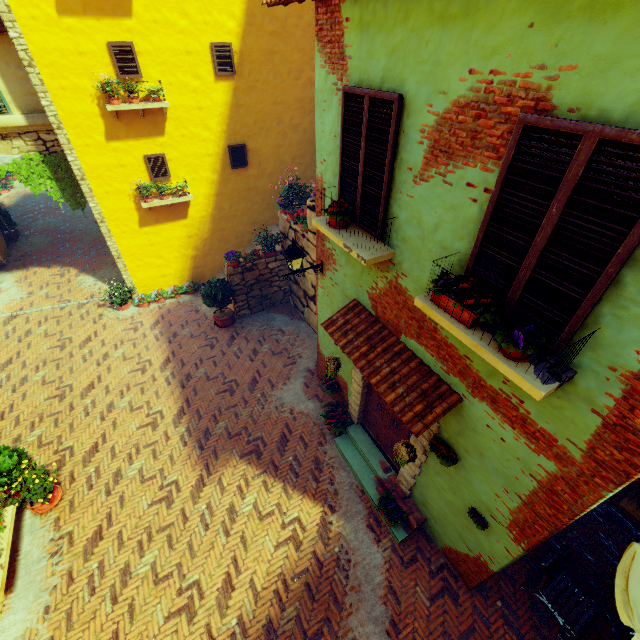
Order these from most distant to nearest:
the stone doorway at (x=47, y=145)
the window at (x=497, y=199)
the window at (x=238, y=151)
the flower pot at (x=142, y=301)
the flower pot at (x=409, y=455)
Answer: the flower pot at (x=142, y=301), the window at (x=238, y=151), the stone doorway at (x=47, y=145), the flower pot at (x=409, y=455), the window at (x=497, y=199)

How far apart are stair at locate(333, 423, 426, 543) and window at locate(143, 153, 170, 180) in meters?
9.0

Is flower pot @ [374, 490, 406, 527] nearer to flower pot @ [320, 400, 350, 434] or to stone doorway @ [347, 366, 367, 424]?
stone doorway @ [347, 366, 367, 424]

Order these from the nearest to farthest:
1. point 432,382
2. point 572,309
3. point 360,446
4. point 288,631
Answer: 1. point 572,309
2. point 432,382
3. point 288,631
4. point 360,446

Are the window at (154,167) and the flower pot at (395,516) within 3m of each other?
no

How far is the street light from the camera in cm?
588

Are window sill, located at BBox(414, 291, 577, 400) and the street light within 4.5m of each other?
yes

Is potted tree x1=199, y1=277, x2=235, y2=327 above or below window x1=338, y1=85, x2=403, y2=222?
below
